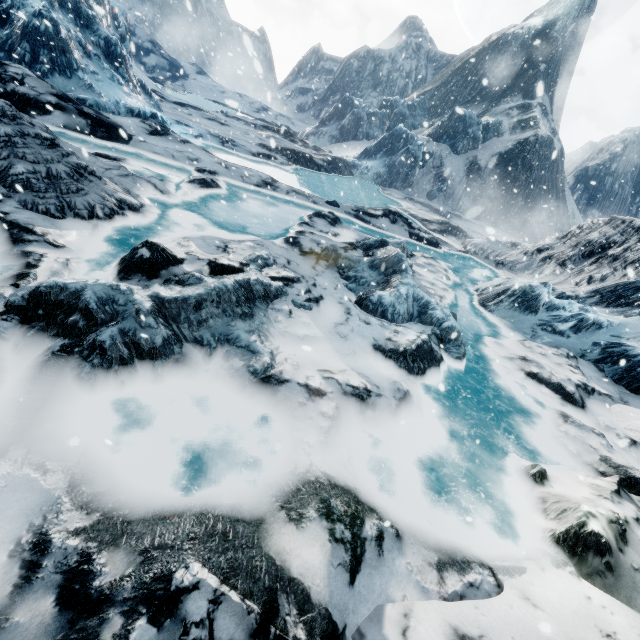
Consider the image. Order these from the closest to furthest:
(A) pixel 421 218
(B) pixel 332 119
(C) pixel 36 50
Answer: (C) pixel 36 50 → (A) pixel 421 218 → (B) pixel 332 119
